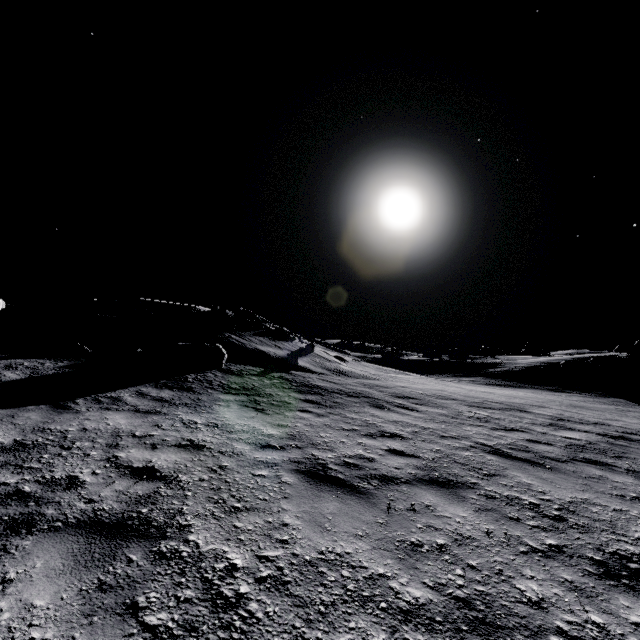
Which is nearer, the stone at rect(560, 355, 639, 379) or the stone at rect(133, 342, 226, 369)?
the stone at rect(133, 342, 226, 369)

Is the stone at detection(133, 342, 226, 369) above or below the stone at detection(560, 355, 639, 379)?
below

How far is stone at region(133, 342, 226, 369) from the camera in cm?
1144

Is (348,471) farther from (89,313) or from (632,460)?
(89,313)

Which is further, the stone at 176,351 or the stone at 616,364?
the stone at 616,364

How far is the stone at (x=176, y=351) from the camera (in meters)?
11.44
